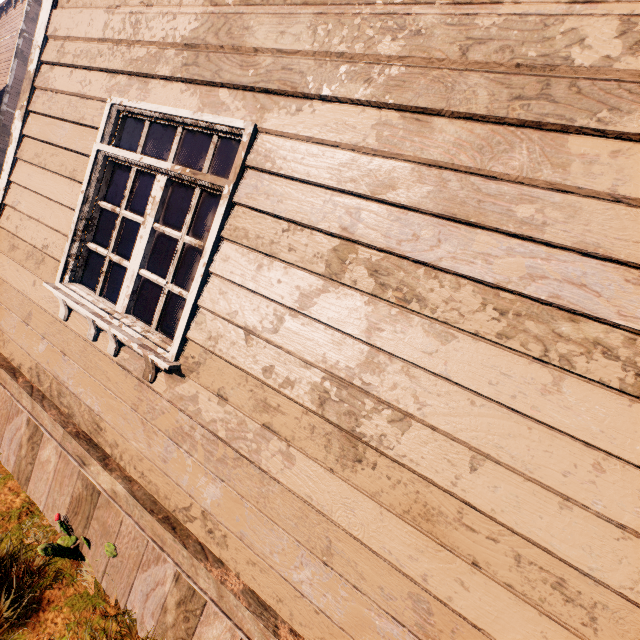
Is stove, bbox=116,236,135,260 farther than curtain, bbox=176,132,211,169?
Yes

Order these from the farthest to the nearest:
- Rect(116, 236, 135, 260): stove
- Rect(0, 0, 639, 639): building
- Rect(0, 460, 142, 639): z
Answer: Rect(116, 236, 135, 260): stove < Rect(0, 460, 142, 639): z < Rect(0, 0, 639, 639): building

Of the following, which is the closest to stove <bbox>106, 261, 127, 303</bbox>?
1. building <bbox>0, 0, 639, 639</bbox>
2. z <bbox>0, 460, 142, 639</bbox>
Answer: building <bbox>0, 0, 639, 639</bbox>

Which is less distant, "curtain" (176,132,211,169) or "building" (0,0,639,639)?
"building" (0,0,639,639)

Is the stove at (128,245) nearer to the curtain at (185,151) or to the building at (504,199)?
the building at (504,199)

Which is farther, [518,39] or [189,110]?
[189,110]

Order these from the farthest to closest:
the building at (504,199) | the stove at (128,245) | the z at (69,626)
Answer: the stove at (128,245), the z at (69,626), the building at (504,199)

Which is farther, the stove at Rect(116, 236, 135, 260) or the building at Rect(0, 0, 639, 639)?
the stove at Rect(116, 236, 135, 260)
